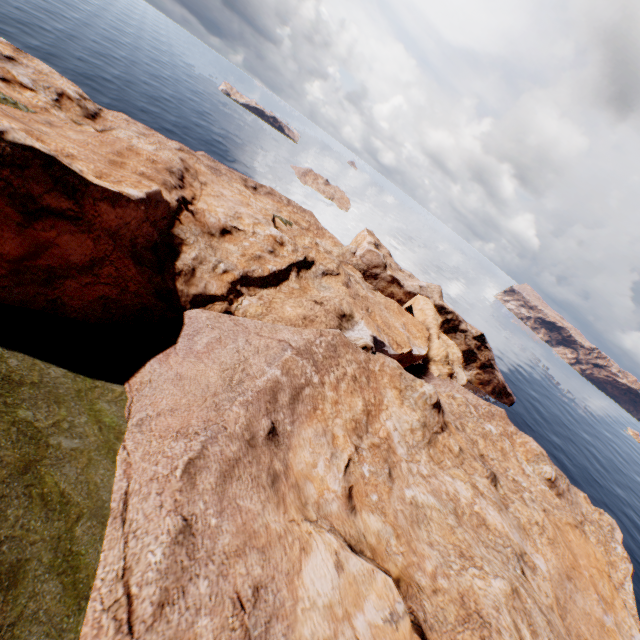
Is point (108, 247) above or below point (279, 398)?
above
